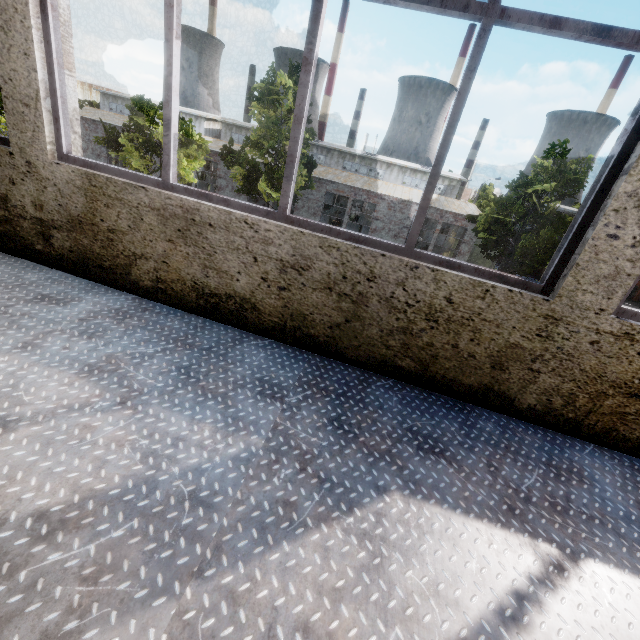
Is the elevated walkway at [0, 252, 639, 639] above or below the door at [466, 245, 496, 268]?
above

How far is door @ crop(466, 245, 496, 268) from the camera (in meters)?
24.34

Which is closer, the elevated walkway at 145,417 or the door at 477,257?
the elevated walkway at 145,417

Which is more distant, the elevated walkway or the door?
the door

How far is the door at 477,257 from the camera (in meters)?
24.34

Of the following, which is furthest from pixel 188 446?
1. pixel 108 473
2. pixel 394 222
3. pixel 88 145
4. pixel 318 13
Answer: pixel 88 145
